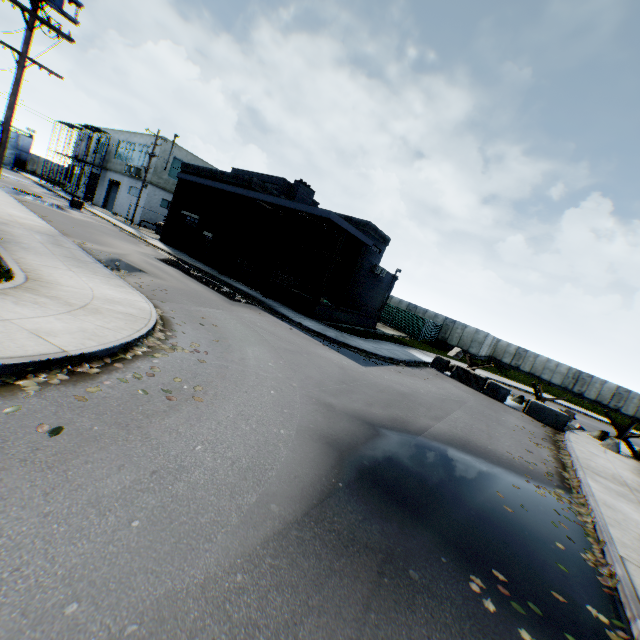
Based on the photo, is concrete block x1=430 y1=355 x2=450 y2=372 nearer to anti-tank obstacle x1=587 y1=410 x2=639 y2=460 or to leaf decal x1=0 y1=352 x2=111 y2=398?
anti-tank obstacle x1=587 y1=410 x2=639 y2=460

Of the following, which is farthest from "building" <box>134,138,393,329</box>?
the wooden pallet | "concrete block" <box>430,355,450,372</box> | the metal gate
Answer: the metal gate

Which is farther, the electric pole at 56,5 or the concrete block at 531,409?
the concrete block at 531,409

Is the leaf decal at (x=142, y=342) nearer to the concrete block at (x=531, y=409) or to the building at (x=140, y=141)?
the concrete block at (x=531, y=409)

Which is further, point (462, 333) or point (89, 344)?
point (462, 333)

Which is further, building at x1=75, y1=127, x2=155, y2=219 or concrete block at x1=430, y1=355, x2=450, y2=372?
building at x1=75, y1=127, x2=155, y2=219

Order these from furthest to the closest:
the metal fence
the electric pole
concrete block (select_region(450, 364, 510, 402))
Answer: the metal fence → concrete block (select_region(450, 364, 510, 402)) → the electric pole

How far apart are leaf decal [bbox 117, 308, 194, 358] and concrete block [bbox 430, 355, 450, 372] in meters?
15.6 m
